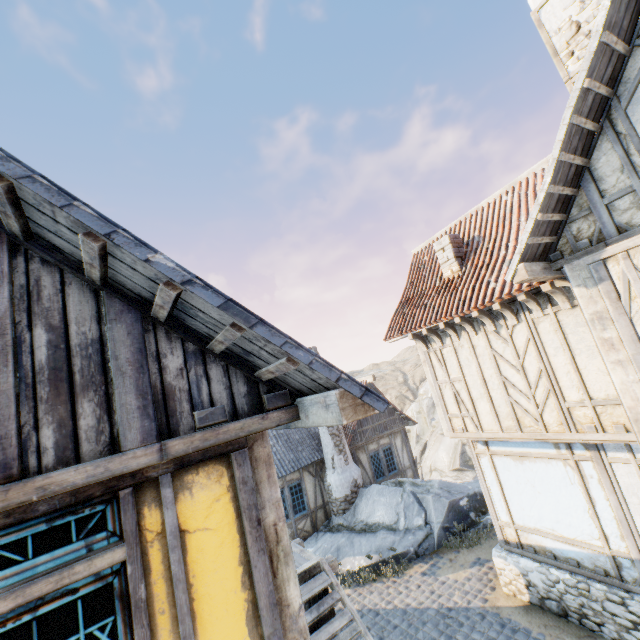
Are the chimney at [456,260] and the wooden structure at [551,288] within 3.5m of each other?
yes

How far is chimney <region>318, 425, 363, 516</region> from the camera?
13.69m

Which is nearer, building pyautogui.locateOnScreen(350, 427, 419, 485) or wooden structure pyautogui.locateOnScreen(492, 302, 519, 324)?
wooden structure pyautogui.locateOnScreen(492, 302, 519, 324)

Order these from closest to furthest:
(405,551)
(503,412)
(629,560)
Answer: (629,560)
(503,412)
(405,551)

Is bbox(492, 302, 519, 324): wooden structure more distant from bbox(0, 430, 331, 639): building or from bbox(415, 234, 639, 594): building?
bbox(0, 430, 331, 639): building

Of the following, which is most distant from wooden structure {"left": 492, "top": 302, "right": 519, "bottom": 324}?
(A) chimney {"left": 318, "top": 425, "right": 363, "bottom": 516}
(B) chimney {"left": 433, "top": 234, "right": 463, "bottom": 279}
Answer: (A) chimney {"left": 318, "top": 425, "right": 363, "bottom": 516}

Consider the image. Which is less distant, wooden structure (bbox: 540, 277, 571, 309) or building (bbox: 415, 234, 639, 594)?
building (bbox: 415, 234, 639, 594)

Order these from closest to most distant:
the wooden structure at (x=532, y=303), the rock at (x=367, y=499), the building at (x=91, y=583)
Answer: the building at (x=91, y=583) → the wooden structure at (x=532, y=303) → the rock at (x=367, y=499)
